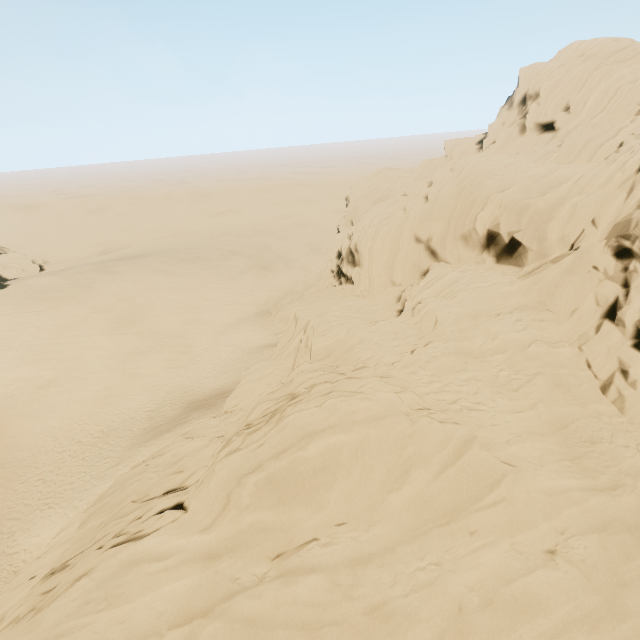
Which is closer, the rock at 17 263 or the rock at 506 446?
the rock at 506 446

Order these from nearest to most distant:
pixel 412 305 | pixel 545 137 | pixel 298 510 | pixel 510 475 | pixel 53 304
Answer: pixel 510 475
pixel 298 510
pixel 412 305
pixel 545 137
pixel 53 304

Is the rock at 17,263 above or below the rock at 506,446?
below

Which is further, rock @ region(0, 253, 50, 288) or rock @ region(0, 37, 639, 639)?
rock @ region(0, 253, 50, 288)

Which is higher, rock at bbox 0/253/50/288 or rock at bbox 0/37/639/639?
rock at bbox 0/37/639/639
